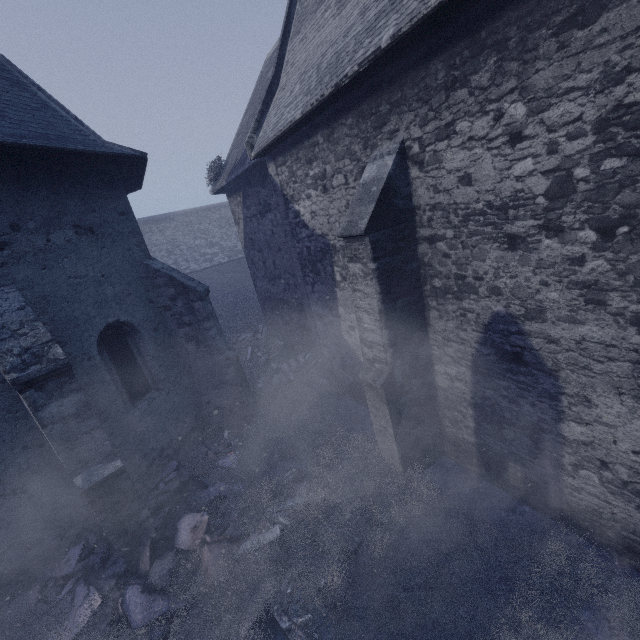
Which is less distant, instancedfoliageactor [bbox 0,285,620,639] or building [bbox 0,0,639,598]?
building [bbox 0,0,639,598]

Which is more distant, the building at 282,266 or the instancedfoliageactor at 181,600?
the instancedfoliageactor at 181,600

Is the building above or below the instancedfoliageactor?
above

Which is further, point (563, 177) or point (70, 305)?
point (70, 305)

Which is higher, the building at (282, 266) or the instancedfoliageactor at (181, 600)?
the building at (282, 266)
